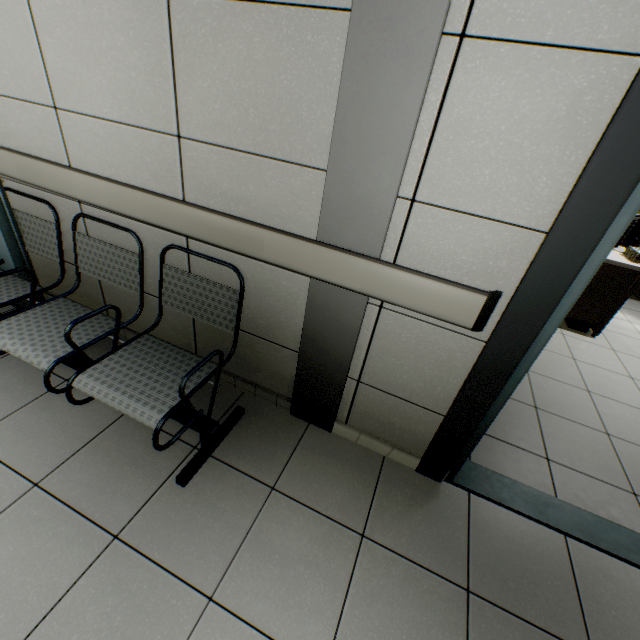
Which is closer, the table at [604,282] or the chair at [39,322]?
the chair at [39,322]

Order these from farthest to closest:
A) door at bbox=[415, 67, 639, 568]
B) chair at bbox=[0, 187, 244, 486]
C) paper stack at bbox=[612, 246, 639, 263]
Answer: paper stack at bbox=[612, 246, 639, 263] < chair at bbox=[0, 187, 244, 486] < door at bbox=[415, 67, 639, 568]

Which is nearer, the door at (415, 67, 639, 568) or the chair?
the door at (415, 67, 639, 568)

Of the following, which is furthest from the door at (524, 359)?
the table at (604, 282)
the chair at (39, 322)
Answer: the table at (604, 282)

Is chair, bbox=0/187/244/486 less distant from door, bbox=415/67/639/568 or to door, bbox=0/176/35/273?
door, bbox=0/176/35/273

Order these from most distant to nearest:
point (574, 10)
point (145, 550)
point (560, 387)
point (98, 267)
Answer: point (560, 387) < point (98, 267) < point (145, 550) < point (574, 10)

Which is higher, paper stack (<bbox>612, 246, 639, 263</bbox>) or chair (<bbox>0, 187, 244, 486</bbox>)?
paper stack (<bbox>612, 246, 639, 263</bbox>)

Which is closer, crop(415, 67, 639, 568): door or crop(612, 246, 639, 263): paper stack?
crop(415, 67, 639, 568): door
